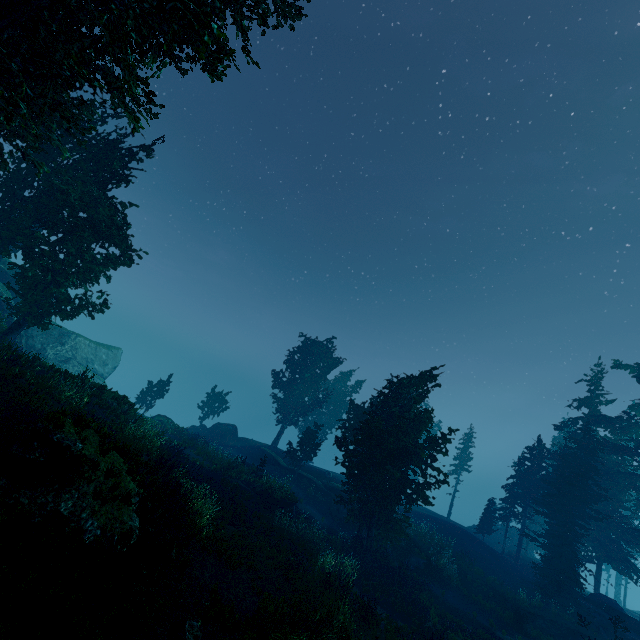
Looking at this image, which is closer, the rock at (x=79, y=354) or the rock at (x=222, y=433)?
the rock at (x=79, y=354)

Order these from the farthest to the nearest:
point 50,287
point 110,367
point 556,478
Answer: point 110,367, point 556,478, point 50,287

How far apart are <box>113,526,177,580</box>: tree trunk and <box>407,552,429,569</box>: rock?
23.1 meters

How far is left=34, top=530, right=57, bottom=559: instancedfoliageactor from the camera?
6.90m

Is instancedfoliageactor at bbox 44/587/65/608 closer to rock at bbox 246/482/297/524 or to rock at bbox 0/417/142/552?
rock at bbox 0/417/142/552

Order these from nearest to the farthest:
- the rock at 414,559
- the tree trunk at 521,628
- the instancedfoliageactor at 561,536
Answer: the tree trunk at 521,628 → the instancedfoliageactor at 561,536 → the rock at 414,559

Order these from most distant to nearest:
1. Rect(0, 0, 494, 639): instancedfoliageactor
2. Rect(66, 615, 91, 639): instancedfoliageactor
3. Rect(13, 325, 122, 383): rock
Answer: Rect(13, 325, 122, 383): rock, Rect(0, 0, 494, 639): instancedfoliageactor, Rect(66, 615, 91, 639): instancedfoliageactor

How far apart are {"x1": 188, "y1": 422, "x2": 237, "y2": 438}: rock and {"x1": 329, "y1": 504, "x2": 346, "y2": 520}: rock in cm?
1523
